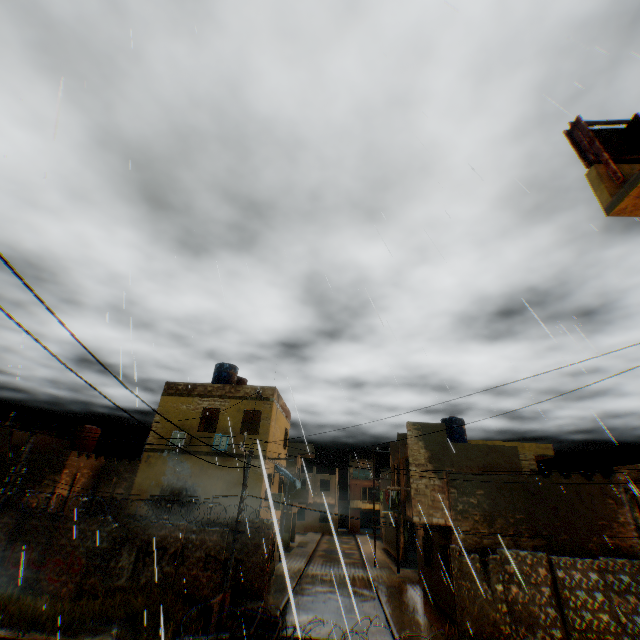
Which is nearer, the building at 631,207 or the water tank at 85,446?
the building at 631,207

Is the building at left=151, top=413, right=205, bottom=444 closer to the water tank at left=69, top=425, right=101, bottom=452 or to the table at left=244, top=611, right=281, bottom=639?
the water tank at left=69, top=425, right=101, bottom=452

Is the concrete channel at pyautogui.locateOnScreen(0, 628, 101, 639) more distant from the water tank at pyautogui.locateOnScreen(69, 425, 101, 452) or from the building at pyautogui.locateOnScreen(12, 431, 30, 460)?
the water tank at pyautogui.locateOnScreen(69, 425, 101, 452)

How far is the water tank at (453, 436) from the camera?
22.2 meters

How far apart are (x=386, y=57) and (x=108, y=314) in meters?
6.1

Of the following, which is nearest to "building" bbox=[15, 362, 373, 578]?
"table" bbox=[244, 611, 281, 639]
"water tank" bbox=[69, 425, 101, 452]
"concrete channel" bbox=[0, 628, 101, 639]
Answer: "concrete channel" bbox=[0, 628, 101, 639]

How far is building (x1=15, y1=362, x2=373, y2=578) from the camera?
16.88m
